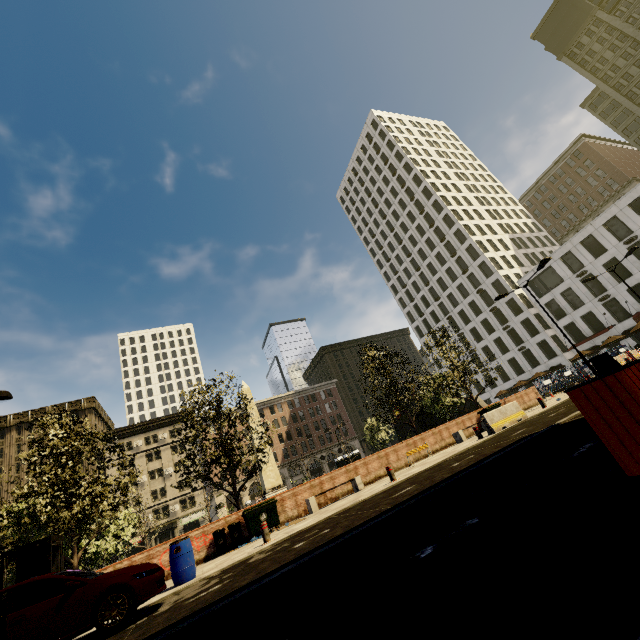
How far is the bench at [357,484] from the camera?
13.8 meters

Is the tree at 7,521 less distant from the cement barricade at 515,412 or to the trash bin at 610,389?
the trash bin at 610,389

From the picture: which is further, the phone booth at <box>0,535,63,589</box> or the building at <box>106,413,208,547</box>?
the building at <box>106,413,208,547</box>

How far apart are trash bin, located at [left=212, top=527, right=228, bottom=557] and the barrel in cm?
335

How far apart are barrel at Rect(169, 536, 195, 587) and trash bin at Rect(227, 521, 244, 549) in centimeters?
359cm

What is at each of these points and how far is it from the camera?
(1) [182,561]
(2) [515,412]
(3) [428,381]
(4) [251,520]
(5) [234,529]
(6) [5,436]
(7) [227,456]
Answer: (1) barrel, 8.88m
(2) cement barricade, 14.94m
(3) tree, 20.64m
(4) dumpster, 12.95m
(5) trash bin, 12.86m
(6) building, 51.28m
(7) tree, 16.14m

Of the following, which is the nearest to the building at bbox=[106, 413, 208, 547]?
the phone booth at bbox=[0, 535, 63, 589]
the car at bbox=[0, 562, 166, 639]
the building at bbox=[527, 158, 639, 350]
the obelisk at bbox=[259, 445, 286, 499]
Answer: the building at bbox=[527, 158, 639, 350]

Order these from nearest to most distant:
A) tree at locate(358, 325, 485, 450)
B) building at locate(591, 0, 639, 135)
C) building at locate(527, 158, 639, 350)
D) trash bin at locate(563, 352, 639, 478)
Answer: trash bin at locate(563, 352, 639, 478) < tree at locate(358, 325, 485, 450) < building at locate(527, 158, 639, 350) < building at locate(591, 0, 639, 135)
